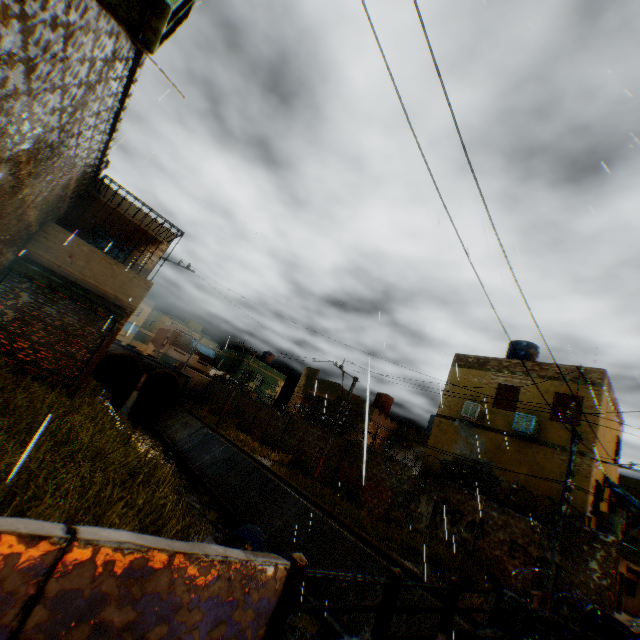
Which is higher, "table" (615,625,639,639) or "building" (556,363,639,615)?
"table" (615,625,639,639)

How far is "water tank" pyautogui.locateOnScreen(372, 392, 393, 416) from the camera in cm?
2859

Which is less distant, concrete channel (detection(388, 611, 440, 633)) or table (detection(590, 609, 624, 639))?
table (detection(590, 609, 624, 639))

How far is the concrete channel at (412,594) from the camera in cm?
1025

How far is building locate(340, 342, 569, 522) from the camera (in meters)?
14.02

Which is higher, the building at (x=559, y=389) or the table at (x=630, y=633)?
the building at (x=559, y=389)

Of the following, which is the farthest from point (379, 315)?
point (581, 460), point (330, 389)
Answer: point (330, 389)

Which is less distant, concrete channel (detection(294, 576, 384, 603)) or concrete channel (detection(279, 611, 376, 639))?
concrete channel (detection(279, 611, 376, 639))
